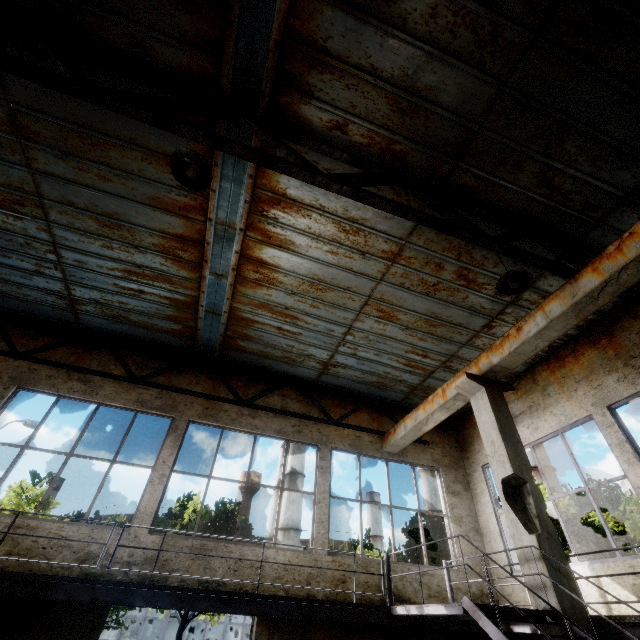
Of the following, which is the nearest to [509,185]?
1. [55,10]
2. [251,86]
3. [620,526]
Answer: [251,86]

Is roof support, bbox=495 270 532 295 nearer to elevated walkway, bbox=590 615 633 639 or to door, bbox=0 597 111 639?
elevated walkway, bbox=590 615 633 639

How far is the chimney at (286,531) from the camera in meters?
36.7

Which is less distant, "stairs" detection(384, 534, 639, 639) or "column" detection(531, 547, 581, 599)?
"stairs" detection(384, 534, 639, 639)

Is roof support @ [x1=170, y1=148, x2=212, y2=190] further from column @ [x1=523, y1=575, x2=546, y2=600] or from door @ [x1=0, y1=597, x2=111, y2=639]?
door @ [x1=0, y1=597, x2=111, y2=639]

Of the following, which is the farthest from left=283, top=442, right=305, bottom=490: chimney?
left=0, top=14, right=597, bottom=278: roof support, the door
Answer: the door

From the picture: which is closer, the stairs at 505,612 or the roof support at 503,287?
the stairs at 505,612

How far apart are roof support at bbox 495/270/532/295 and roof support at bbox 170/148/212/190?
4.0m
